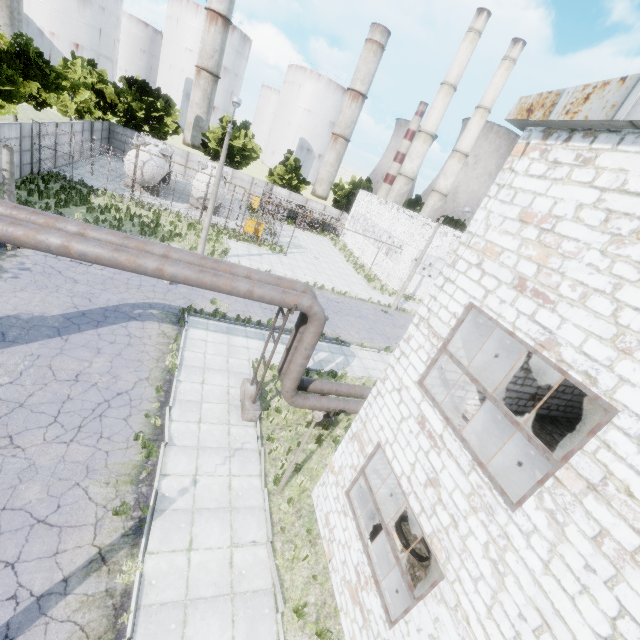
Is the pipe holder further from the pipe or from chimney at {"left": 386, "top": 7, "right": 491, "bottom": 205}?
chimney at {"left": 386, "top": 7, "right": 491, "bottom": 205}

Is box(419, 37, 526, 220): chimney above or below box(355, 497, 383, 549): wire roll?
above

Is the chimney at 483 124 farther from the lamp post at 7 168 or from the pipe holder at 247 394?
the lamp post at 7 168

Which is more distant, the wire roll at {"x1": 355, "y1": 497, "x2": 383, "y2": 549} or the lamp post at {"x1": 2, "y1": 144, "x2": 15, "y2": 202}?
the lamp post at {"x1": 2, "y1": 144, "x2": 15, "y2": 202}

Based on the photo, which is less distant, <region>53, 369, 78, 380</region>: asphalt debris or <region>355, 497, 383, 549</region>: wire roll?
<region>355, 497, 383, 549</region>: wire roll

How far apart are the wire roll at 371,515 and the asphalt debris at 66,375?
9.8m

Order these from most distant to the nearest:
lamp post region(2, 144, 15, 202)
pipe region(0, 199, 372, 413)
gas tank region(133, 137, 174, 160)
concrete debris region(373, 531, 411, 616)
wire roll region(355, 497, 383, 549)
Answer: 1. gas tank region(133, 137, 174, 160)
2. lamp post region(2, 144, 15, 202)
3. wire roll region(355, 497, 383, 549)
4. concrete debris region(373, 531, 411, 616)
5. pipe region(0, 199, 372, 413)

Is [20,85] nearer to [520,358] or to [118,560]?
[118,560]
